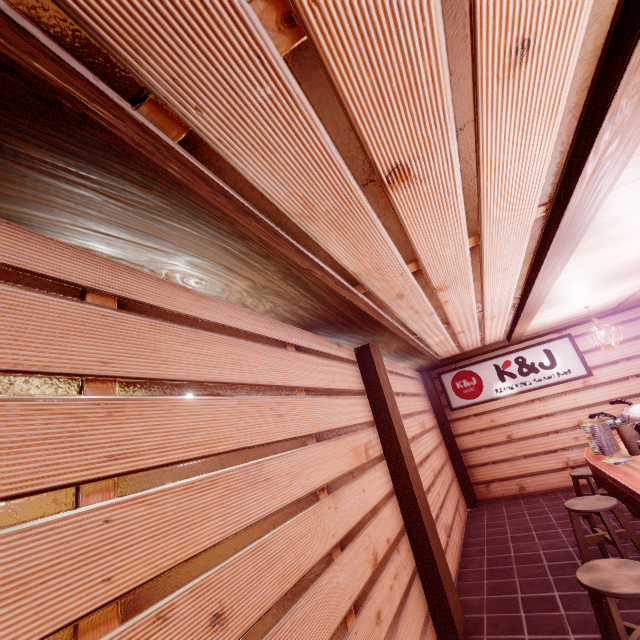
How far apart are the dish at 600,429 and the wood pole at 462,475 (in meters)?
5.61

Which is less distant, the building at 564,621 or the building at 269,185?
the building at 269,185

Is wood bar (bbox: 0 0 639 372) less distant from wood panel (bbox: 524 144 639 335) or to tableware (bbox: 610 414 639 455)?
wood panel (bbox: 524 144 639 335)

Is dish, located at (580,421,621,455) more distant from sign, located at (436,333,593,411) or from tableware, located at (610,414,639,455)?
sign, located at (436,333,593,411)

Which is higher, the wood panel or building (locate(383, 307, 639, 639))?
the wood panel

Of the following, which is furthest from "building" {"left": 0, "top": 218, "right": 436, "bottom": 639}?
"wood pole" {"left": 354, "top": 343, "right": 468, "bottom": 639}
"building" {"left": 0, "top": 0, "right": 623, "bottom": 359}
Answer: "building" {"left": 0, "top": 0, "right": 623, "bottom": 359}

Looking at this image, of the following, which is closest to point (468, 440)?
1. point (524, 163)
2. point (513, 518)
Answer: point (513, 518)

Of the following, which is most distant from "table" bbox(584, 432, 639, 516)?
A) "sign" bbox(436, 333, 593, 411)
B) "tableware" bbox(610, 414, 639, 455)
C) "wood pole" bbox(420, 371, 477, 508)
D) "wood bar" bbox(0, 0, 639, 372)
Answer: "wood pole" bbox(420, 371, 477, 508)
